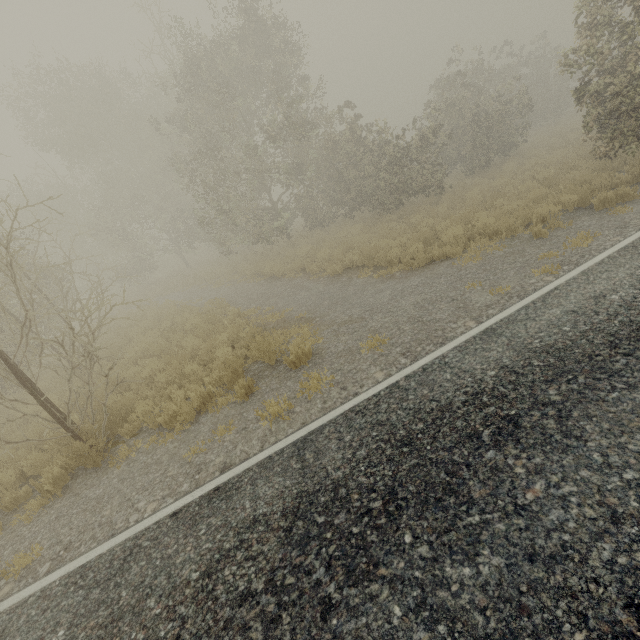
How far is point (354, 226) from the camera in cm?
1692
